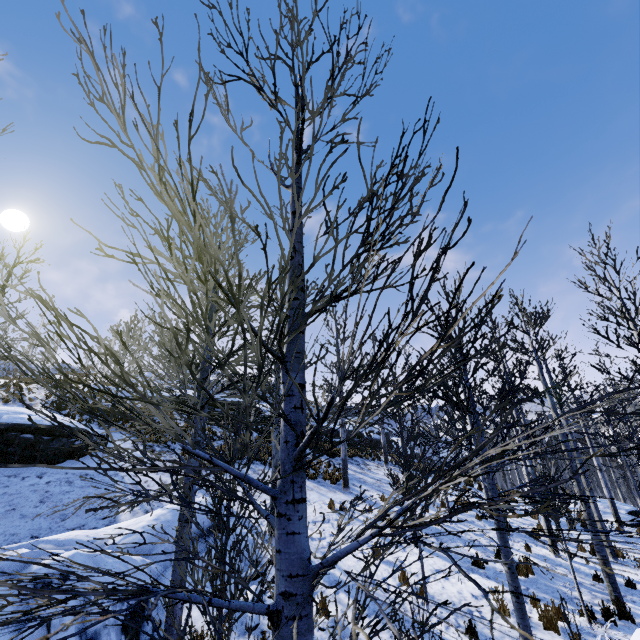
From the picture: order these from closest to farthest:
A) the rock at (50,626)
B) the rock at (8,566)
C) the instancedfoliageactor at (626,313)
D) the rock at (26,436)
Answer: the rock at (50,626) → the rock at (8,566) → the instancedfoliageactor at (626,313) → the rock at (26,436)

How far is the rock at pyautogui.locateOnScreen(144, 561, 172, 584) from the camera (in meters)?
7.11

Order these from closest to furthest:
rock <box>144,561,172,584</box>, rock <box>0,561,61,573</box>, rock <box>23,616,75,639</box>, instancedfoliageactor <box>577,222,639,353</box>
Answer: rock <box>23,616,75,639</box>
rock <box>0,561,61,573</box>
rock <box>144,561,172,584</box>
instancedfoliageactor <box>577,222,639,353</box>

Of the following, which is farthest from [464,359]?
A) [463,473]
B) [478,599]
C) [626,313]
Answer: [463,473]

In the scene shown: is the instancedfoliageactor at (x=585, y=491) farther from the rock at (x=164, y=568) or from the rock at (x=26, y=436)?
the rock at (x=26, y=436)

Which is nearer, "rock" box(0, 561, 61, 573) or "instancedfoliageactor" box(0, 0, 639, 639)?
"instancedfoliageactor" box(0, 0, 639, 639)

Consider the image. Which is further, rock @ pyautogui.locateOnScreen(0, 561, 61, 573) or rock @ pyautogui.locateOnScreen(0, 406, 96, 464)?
rock @ pyautogui.locateOnScreen(0, 406, 96, 464)
